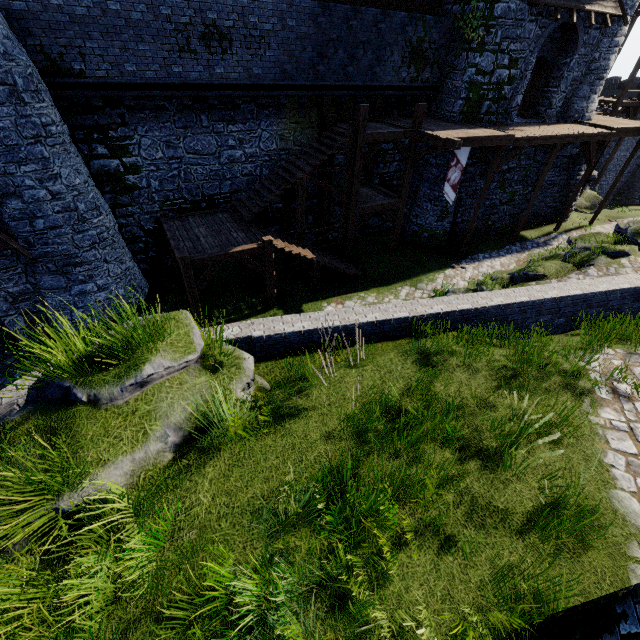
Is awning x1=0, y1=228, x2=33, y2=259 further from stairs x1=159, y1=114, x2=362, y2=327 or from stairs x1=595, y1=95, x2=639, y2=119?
stairs x1=595, y1=95, x2=639, y2=119

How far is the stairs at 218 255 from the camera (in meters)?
11.38

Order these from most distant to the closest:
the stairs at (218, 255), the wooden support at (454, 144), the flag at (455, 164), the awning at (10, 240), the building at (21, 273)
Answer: the flag at (455, 164) → the wooden support at (454, 144) → the stairs at (218, 255) → the building at (21, 273) → the awning at (10, 240)

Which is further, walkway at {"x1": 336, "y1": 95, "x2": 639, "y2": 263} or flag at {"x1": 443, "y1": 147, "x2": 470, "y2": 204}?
flag at {"x1": 443, "y1": 147, "x2": 470, "y2": 204}

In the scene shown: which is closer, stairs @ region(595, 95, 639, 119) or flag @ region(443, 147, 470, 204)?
flag @ region(443, 147, 470, 204)

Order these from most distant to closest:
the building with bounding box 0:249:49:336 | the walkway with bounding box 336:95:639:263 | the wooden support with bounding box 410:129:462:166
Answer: the walkway with bounding box 336:95:639:263
the wooden support with bounding box 410:129:462:166
the building with bounding box 0:249:49:336

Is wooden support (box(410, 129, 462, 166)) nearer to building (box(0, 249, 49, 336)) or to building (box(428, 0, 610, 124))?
building (box(428, 0, 610, 124))

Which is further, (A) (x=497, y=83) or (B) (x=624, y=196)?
(B) (x=624, y=196)
